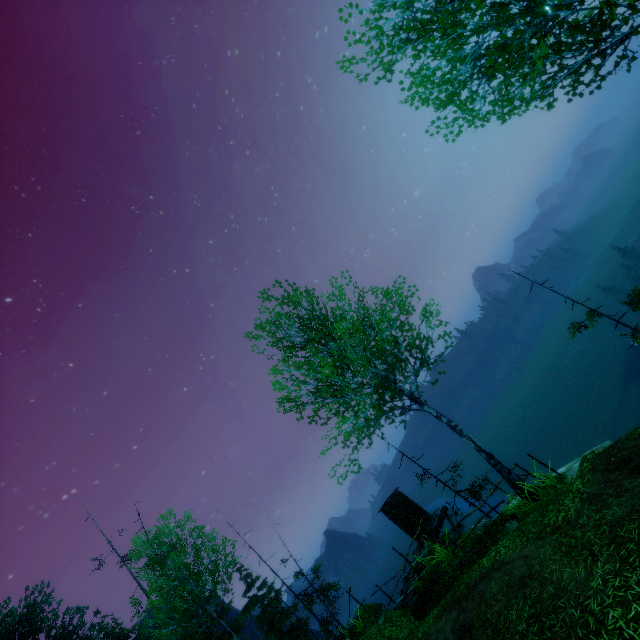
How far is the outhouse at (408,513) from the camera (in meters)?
18.33

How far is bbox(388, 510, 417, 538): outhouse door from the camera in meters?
18.1 m

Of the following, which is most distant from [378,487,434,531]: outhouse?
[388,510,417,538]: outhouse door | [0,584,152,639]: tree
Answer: [0,584,152,639]: tree

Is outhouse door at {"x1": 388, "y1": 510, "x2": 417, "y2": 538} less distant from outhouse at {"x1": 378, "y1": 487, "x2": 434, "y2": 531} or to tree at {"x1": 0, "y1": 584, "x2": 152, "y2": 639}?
outhouse at {"x1": 378, "y1": 487, "x2": 434, "y2": 531}

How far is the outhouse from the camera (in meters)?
18.33

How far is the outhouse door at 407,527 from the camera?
18.1m

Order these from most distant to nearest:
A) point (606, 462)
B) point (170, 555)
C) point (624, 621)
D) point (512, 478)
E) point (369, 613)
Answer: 1. point (170, 555)
2. point (369, 613)
3. point (512, 478)
4. point (606, 462)
5. point (624, 621)
